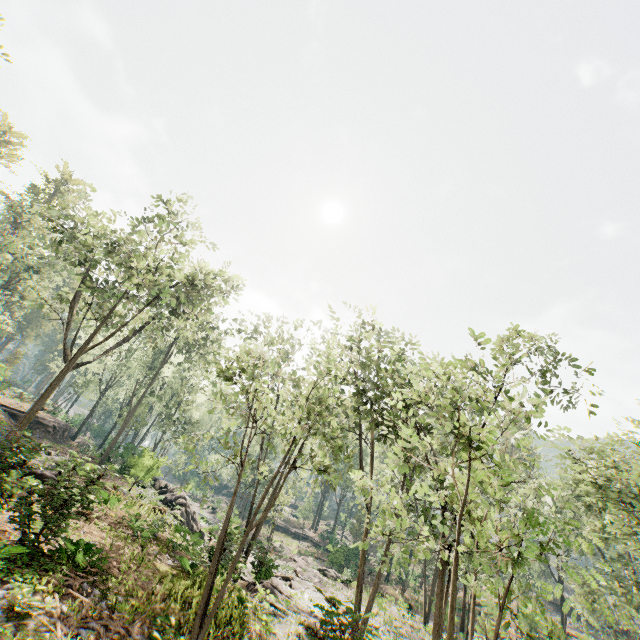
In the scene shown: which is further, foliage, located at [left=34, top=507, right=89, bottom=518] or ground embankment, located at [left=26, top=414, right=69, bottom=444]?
ground embankment, located at [left=26, top=414, right=69, bottom=444]

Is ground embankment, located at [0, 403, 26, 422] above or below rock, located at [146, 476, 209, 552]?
above

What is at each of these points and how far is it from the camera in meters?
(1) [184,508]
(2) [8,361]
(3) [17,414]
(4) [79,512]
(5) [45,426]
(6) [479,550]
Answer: (1) rock, 26.3
(2) foliage, 48.5
(3) ground embankment, 31.6
(4) foliage, 10.7
(5) ground embankment, 34.2
(6) foliage, 3.8

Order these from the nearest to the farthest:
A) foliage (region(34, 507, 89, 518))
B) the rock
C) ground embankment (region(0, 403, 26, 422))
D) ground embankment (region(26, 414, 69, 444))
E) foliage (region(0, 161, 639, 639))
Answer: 1. foliage (region(0, 161, 639, 639))
2. foliage (region(34, 507, 89, 518))
3. the rock
4. ground embankment (region(0, 403, 26, 422))
5. ground embankment (region(26, 414, 69, 444))

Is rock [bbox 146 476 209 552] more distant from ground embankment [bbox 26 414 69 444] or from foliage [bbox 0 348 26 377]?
ground embankment [bbox 26 414 69 444]

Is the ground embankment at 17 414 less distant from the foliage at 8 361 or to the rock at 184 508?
the foliage at 8 361

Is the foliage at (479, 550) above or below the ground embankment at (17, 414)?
above

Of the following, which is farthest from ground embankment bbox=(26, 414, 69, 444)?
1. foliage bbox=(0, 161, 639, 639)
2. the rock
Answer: the rock
